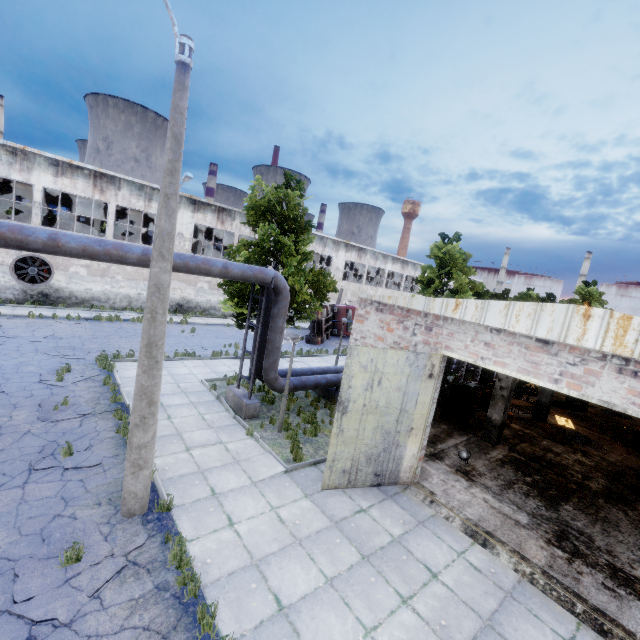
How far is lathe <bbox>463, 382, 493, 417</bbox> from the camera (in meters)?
15.21

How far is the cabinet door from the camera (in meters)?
13.68

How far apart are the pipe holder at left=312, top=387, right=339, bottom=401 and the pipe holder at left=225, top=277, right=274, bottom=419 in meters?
3.7

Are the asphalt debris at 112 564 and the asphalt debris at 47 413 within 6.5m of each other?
yes

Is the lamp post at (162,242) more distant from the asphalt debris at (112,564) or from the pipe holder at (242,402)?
the pipe holder at (242,402)

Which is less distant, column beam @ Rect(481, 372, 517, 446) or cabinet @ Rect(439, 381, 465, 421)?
column beam @ Rect(481, 372, 517, 446)

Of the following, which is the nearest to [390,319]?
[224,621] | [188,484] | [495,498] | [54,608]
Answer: [495,498]

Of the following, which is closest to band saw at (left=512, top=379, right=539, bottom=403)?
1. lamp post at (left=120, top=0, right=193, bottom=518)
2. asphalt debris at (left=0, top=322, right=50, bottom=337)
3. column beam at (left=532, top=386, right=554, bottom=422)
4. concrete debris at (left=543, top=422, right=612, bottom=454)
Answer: column beam at (left=532, top=386, right=554, bottom=422)
